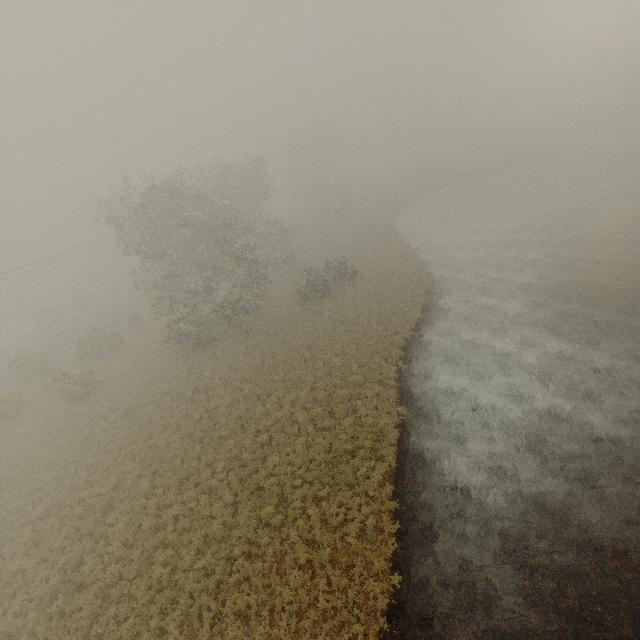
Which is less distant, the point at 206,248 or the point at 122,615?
the point at 122,615
